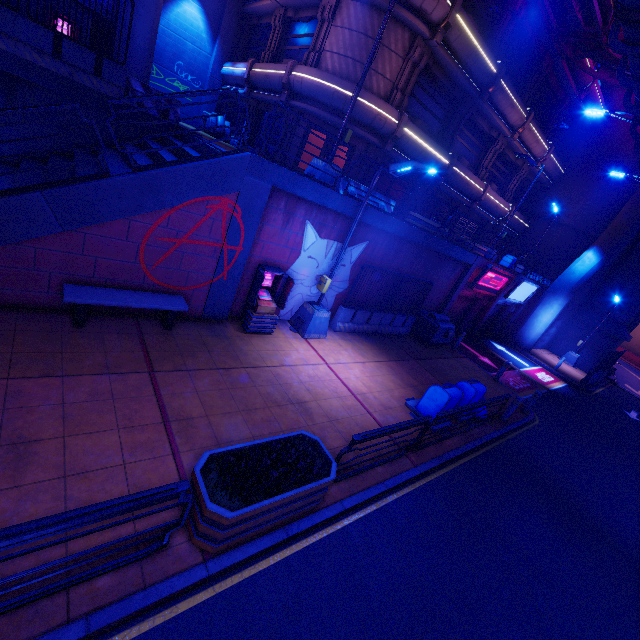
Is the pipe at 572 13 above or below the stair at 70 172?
above

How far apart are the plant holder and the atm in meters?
4.4 m

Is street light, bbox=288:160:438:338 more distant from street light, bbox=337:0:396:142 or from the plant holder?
the plant holder

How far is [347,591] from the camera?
4.7m

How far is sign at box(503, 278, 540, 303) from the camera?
20.3m

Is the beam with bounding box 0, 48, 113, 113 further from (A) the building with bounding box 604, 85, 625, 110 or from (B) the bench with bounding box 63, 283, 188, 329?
(A) the building with bounding box 604, 85, 625, 110

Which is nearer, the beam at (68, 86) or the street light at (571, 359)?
the beam at (68, 86)

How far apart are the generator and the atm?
8.0 meters
